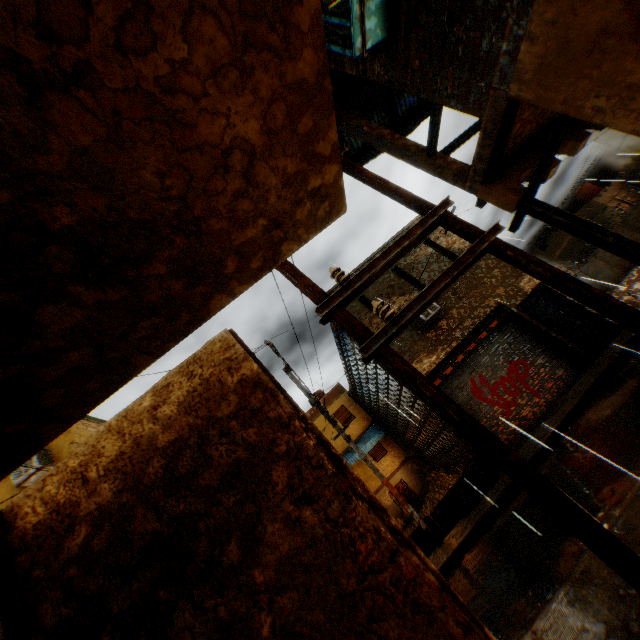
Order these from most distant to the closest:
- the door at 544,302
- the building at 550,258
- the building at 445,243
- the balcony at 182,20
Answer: the building at 550,258, the building at 445,243, the door at 544,302, the balcony at 182,20

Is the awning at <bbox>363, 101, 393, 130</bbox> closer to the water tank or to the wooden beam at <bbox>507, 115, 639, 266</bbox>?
the wooden beam at <bbox>507, 115, 639, 266</bbox>

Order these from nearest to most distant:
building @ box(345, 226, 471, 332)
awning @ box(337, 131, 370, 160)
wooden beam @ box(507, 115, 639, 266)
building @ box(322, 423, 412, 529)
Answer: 1. wooden beam @ box(507, 115, 639, 266)
2. awning @ box(337, 131, 370, 160)
3. building @ box(345, 226, 471, 332)
4. building @ box(322, 423, 412, 529)

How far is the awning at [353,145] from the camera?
8.35m

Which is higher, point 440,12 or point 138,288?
point 440,12

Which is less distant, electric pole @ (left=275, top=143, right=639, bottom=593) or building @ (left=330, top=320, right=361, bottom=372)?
electric pole @ (left=275, top=143, right=639, bottom=593)

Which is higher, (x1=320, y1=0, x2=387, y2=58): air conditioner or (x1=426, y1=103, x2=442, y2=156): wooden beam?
(x1=320, y1=0, x2=387, y2=58): air conditioner

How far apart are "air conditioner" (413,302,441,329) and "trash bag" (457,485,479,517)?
2.2 meters
